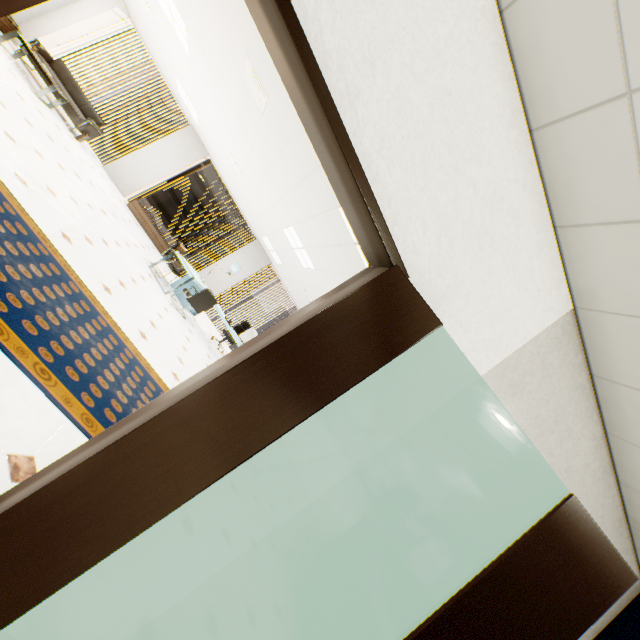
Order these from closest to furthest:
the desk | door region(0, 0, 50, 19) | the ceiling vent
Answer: door region(0, 0, 50, 19), the ceiling vent, the desk

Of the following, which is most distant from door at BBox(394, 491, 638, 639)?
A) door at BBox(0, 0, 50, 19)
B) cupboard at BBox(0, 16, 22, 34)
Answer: cupboard at BBox(0, 16, 22, 34)

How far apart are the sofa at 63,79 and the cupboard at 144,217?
1.77m

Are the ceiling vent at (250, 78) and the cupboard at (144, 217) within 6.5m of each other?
no

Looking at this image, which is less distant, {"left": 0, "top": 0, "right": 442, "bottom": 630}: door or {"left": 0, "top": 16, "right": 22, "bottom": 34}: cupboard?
{"left": 0, "top": 0, "right": 442, "bottom": 630}: door

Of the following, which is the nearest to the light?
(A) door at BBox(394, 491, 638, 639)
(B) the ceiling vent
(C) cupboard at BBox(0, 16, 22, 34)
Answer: (B) the ceiling vent

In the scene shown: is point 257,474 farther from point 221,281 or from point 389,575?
point 221,281

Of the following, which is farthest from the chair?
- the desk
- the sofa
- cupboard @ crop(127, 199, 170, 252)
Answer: the sofa
